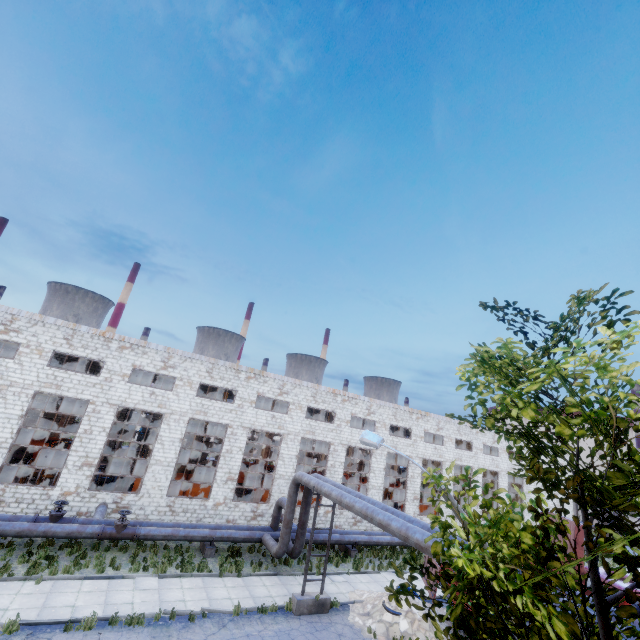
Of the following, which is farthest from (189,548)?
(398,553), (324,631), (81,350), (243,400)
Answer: (398,553)

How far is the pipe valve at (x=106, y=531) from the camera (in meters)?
15.97

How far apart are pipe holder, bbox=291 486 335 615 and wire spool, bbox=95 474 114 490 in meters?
15.9

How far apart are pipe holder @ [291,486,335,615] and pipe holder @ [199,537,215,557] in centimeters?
577cm

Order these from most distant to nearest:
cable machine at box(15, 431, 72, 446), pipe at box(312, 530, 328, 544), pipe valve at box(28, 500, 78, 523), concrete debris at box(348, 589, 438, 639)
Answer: cable machine at box(15, 431, 72, 446) < pipe at box(312, 530, 328, 544) < pipe valve at box(28, 500, 78, 523) < concrete debris at box(348, 589, 438, 639)

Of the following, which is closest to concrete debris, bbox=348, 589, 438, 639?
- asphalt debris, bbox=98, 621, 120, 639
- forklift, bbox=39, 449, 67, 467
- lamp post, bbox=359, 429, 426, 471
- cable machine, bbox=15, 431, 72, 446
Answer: lamp post, bbox=359, 429, 426, 471

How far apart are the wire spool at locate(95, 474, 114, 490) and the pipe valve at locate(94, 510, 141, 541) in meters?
7.3

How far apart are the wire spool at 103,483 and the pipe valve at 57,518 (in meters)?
6.33
